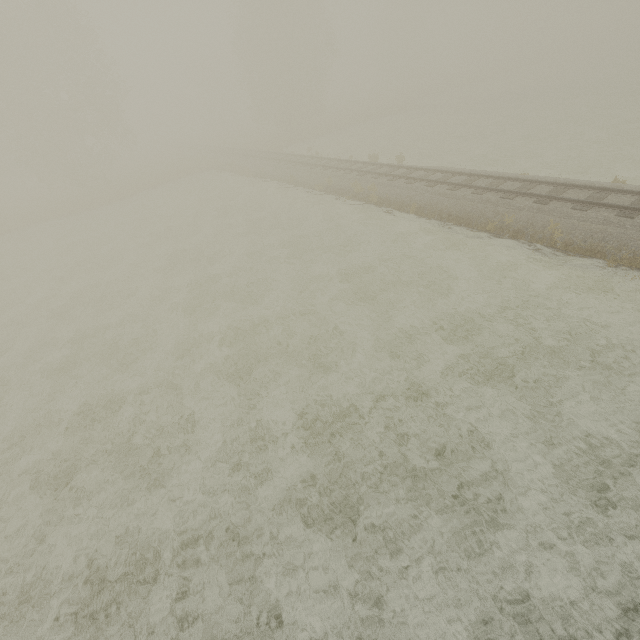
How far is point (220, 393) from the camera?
9.9m
